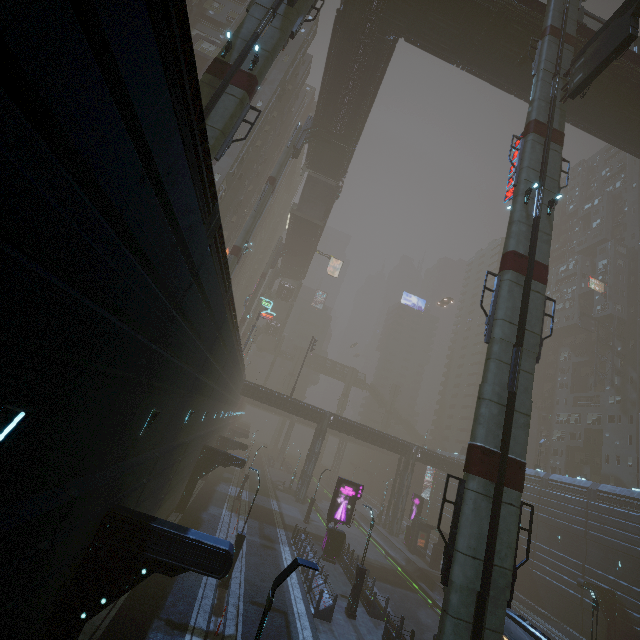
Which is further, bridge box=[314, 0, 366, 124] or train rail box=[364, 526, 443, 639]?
bridge box=[314, 0, 366, 124]

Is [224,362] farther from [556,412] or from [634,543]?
[556,412]

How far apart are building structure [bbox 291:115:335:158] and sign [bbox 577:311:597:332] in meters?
49.4 m

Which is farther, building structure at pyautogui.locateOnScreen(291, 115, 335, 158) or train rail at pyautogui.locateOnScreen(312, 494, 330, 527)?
train rail at pyautogui.locateOnScreen(312, 494, 330, 527)

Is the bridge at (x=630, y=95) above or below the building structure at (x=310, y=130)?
above

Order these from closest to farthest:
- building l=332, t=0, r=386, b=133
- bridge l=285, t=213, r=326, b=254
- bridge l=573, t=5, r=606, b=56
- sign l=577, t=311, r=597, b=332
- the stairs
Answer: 1. bridge l=573, t=5, r=606, b=56
2. building l=332, t=0, r=386, b=133
3. the stairs
4. bridge l=285, t=213, r=326, b=254
5. sign l=577, t=311, r=597, b=332

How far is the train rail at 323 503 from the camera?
40.8 meters

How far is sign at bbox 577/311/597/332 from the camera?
53.5 meters
